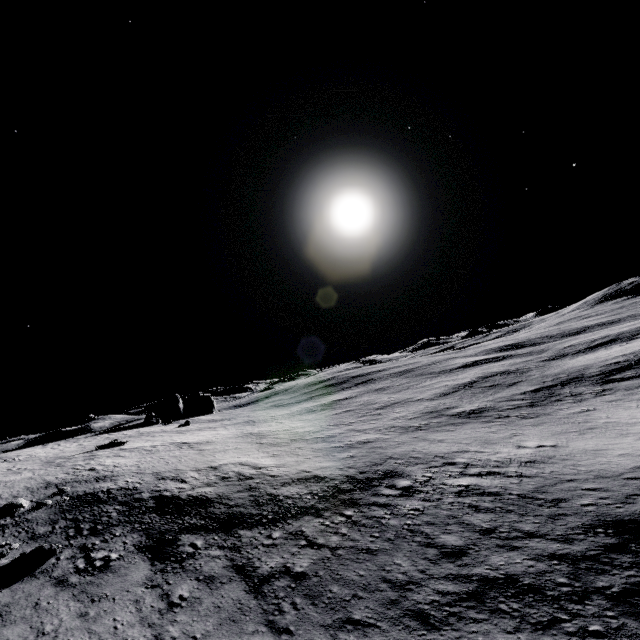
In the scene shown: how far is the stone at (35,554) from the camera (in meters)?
17.39

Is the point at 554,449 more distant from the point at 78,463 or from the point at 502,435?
the point at 78,463

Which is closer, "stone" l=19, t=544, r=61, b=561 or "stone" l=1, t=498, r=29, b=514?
"stone" l=19, t=544, r=61, b=561

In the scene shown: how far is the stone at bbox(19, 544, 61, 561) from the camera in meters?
17.4 m

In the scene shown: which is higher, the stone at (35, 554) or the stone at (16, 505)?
the stone at (16, 505)

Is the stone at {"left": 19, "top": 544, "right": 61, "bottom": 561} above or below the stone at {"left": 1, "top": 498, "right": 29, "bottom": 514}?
below
